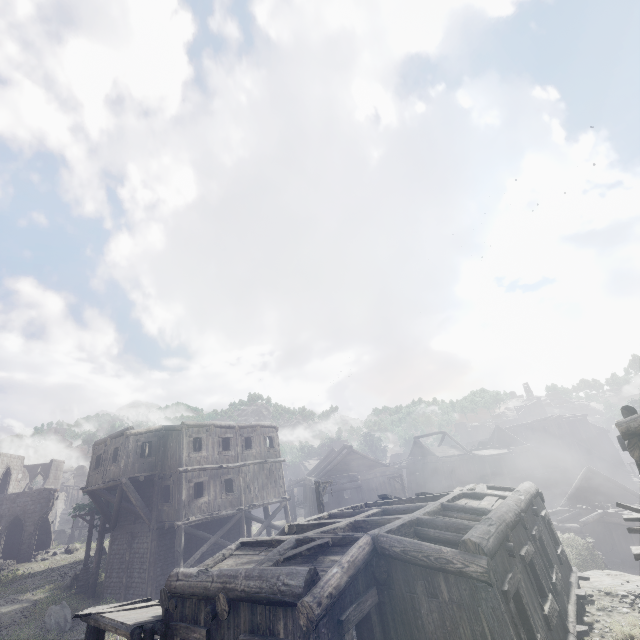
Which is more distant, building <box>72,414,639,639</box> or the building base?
the building base

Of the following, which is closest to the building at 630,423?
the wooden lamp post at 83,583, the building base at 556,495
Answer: the building base at 556,495

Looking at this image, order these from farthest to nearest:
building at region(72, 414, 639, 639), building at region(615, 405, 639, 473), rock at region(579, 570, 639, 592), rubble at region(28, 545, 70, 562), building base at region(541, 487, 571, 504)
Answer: building base at region(541, 487, 571, 504)
rubble at region(28, 545, 70, 562)
rock at region(579, 570, 639, 592)
building at region(615, 405, 639, 473)
building at region(72, 414, 639, 639)

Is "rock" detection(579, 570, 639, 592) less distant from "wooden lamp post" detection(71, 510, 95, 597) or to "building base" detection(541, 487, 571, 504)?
"wooden lamp post" detection(71, 510, 95, 597)

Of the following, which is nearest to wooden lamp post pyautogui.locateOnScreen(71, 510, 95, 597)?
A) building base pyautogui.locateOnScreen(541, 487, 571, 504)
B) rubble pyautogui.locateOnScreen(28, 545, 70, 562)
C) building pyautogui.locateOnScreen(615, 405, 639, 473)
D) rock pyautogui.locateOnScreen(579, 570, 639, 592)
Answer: building pyautogui.locateOnScreen(615, 405, 639, 473)

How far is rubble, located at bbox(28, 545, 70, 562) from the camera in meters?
33.5 m

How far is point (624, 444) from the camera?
12.12m

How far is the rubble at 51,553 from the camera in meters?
33.5 m
